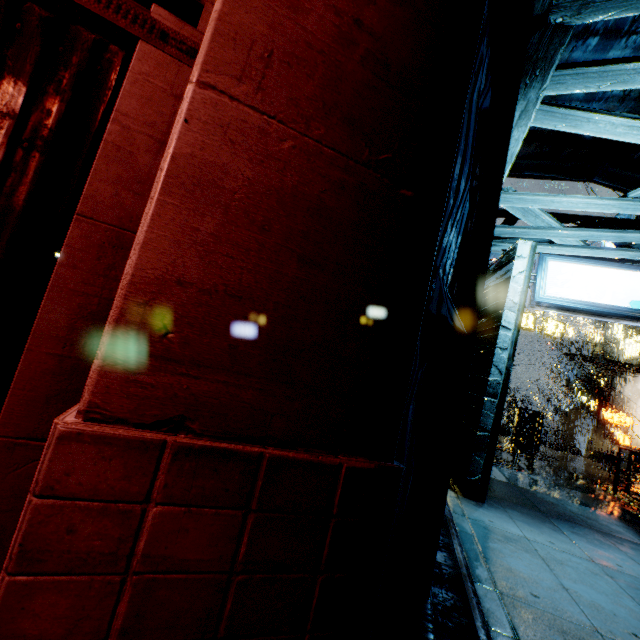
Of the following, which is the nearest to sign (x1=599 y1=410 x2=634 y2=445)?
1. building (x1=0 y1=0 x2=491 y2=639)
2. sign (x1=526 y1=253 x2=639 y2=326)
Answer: building (x1=0 y1=0 x2=491 y2=639)

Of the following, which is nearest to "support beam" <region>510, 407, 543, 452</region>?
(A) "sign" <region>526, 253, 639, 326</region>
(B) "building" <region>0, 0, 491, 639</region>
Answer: (B) "building" <region>0, 0, 491, 639</region>

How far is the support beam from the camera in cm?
1739

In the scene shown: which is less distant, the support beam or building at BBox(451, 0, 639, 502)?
building at BBox(451, 0, 639, 502)

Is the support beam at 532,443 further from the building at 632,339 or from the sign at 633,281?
the sign at 633,281

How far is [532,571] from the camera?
3.9 meters

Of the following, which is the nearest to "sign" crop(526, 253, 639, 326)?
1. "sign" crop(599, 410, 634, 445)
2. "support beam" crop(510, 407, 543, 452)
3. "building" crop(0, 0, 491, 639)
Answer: "building" crop(0, 0, 491, 639)
